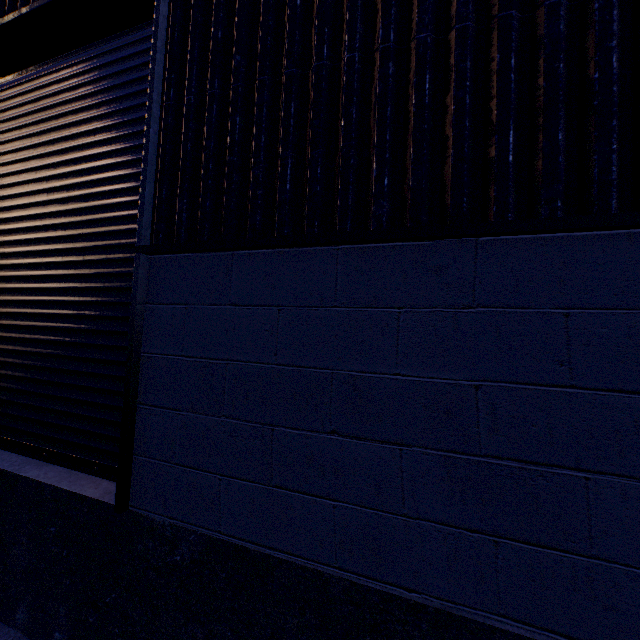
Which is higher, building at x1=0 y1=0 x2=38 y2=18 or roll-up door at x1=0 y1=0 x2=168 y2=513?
building at x1=0 y1=0 x2=38 y2=18

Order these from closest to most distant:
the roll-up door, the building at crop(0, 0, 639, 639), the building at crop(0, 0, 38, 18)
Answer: the building at crop(0, 0, 639, 639), the roll-up door, the building at crop(0, 0, 38, 18)

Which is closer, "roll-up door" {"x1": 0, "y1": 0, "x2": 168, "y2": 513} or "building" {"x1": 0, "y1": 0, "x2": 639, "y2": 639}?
"building" {"x1": 0, "y1": 0, "x2": 639, "y2": 639}

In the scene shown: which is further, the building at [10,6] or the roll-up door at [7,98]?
the building at [10,6]

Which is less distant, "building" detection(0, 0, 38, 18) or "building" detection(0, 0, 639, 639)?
"building" detection(0, 0, 639, 639)

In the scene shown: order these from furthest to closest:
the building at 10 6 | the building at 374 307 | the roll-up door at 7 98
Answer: the building at 10 6 < the roll-up door at 7 98 < the building at 374 307

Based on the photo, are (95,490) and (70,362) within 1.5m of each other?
yes
